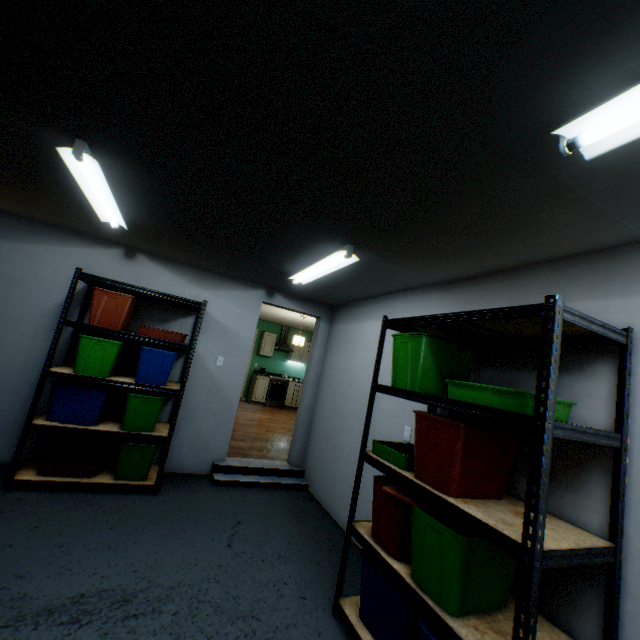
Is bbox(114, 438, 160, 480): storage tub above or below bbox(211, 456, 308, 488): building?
above

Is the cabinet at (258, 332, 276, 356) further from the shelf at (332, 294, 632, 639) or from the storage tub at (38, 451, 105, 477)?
the shelf at (332, 294, 632, 639)

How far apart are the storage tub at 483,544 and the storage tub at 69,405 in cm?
267

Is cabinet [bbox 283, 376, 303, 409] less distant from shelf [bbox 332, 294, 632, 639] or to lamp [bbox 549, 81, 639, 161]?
shelf [bbox 332, 294, 632, 639]

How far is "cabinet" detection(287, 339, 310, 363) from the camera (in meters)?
10.09

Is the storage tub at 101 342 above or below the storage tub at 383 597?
above

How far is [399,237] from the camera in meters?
2.1 m

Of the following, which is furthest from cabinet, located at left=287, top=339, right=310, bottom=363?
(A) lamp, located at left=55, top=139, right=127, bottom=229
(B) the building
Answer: (A) lamp, located at left=55, top=139, right=127, bottom=229
